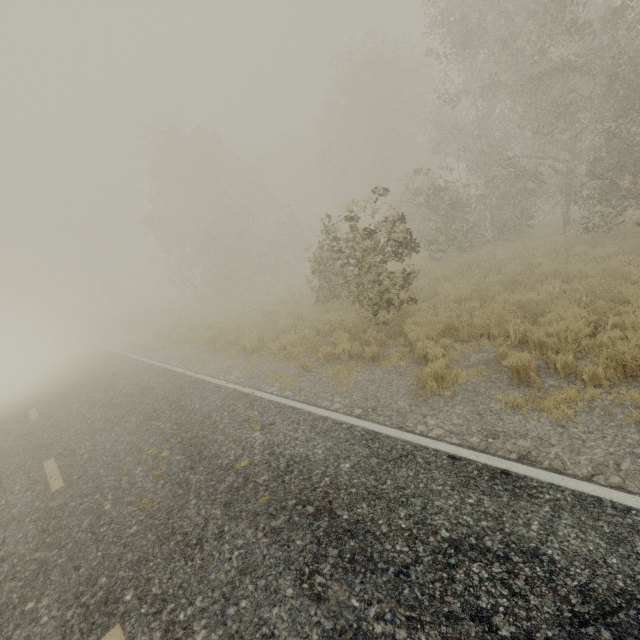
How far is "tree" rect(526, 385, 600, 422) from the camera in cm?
442

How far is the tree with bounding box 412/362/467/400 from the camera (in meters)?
5.67

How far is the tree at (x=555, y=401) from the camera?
4.4m

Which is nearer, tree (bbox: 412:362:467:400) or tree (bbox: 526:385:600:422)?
tree (bbox: 526:385:600:422)

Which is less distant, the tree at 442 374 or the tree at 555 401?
the tree at 555 401

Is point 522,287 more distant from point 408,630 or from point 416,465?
point 408,630
